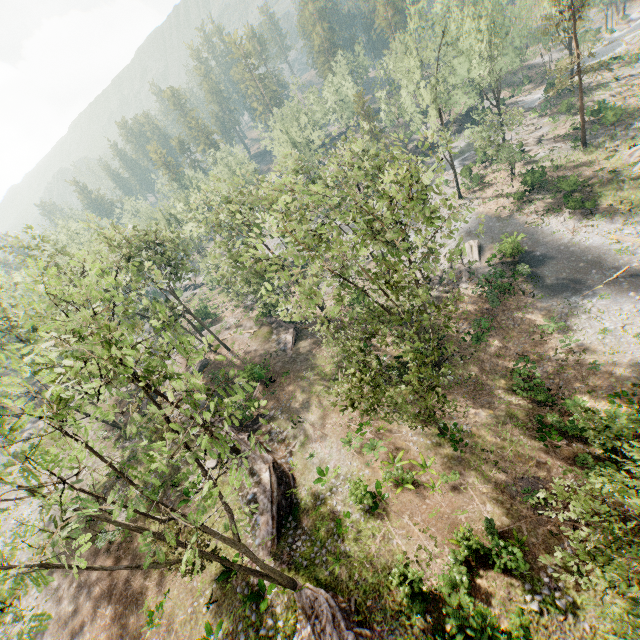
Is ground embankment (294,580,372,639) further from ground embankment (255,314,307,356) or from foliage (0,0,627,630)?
ground embankment (255,314,307,356)

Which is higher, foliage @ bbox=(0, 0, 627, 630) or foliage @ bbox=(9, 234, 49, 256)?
foliage @ bbox=(9, 234, 49, 256)

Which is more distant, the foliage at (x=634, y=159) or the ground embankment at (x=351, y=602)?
the foliage at (x=634, y=159)

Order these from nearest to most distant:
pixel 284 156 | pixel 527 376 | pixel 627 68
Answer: pixel 527 376, pixel 284 156, pixel 627 68

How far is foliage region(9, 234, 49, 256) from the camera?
27.1 meters

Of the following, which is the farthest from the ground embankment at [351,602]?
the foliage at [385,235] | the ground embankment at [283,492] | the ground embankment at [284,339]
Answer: the ground embankment at [284,339]

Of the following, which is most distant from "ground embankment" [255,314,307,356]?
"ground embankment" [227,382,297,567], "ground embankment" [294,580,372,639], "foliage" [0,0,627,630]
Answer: "ground embankment" [294,580,372,639]

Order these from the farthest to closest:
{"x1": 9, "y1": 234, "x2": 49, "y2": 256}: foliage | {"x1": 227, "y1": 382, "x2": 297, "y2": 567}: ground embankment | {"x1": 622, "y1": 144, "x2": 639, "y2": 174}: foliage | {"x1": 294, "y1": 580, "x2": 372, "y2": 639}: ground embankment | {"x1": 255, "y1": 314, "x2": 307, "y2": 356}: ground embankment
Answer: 1. {"x1": 255, "y1": 314, "x2": 307, "y2": 356}: ground embankment
2. {"x1": 622, "y1": 144, "x2": 639, "y2": 174}: foliage
3. {"x1": 9, "y1": 234, "x2": 49, "y2": 256}: foliage
4. {"x1": 227, "y1": 382, "x2": 297, "y2": 567}: ground embankment
5. {"x1": 294, "y1": 580, "x2": 372, "y2": 639}: ground embankment
